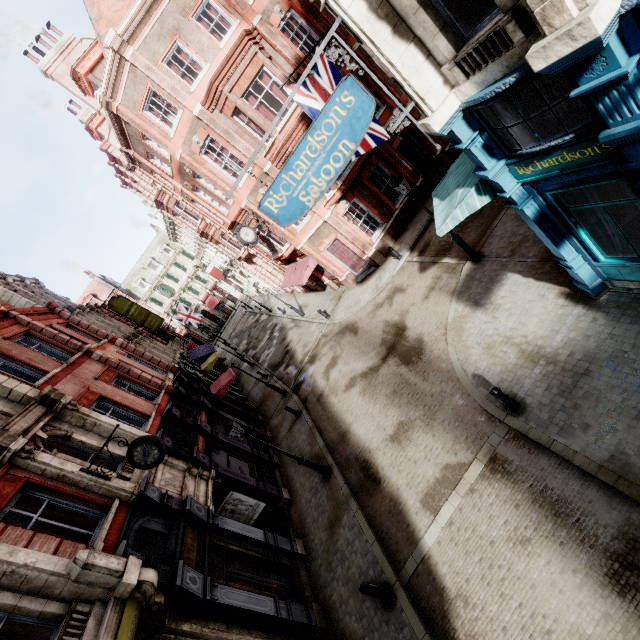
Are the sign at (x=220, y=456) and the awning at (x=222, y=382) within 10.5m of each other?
yes

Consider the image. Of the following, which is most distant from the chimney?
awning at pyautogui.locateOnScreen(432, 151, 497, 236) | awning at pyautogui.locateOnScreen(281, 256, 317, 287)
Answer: awning at pyautogui.locateOnScreen(432, 151, 497, 236)

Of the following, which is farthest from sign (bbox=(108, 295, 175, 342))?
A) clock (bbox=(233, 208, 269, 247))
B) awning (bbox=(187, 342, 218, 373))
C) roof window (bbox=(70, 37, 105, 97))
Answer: clock (bbox=(233, 208, 269, 247))

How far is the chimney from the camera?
20.72m

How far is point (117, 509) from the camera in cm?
893

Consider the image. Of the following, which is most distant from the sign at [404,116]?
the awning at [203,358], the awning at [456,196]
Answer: the awning at [203,358]

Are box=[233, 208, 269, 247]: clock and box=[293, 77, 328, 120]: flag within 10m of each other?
yes

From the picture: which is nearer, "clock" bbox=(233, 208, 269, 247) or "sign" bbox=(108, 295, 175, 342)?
"clock" bbox=(233, 208, 269, 247)
